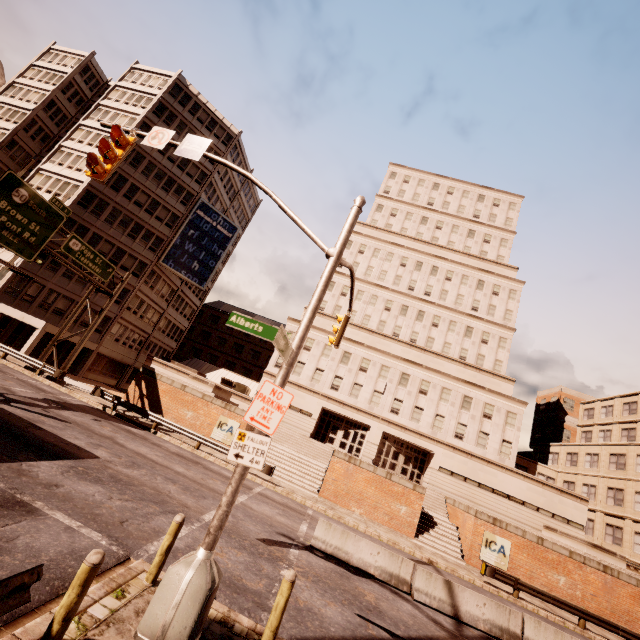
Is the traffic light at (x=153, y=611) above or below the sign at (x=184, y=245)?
below

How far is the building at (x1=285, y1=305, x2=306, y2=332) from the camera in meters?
39.0

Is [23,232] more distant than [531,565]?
No

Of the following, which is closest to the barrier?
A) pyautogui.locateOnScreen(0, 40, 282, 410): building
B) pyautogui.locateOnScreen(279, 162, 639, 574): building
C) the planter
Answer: the planter

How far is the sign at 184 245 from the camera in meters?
40.7

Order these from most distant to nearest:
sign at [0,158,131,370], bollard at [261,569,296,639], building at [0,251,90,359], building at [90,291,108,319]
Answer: building at [90,291,108,319] < building at [0,251,90,359] < sign at [0,158,131,370] < bollard at [261,569,296,639]

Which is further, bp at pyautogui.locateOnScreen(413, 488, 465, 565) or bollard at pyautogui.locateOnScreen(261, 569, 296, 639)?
bp at pyautogui.locateOnScreen(413, 488, 465, 565)

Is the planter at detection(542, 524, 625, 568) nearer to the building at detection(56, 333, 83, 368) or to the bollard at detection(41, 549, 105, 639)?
the bollard at detection(41, 549, 105, 639)
